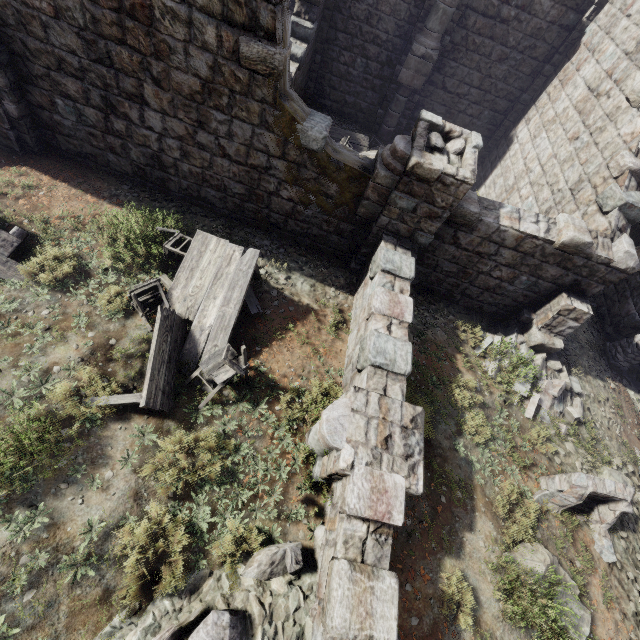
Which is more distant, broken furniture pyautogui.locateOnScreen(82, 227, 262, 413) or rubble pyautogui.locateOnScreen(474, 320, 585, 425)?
rubble pyautogui.locateOnScreen(474, 320, 585, 425)

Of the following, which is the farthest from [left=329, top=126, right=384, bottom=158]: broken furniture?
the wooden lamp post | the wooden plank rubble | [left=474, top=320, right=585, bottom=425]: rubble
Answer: the wooden plank rubble

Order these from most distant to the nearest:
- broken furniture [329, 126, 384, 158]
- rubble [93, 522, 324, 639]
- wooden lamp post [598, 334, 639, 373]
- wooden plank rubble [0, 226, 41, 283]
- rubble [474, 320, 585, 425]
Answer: broken furniture [329, 126, 384, 158] → wooden lamp post [598, 334, 639, 373] → rubble [474, 320, 585, 425] → wooden plank rubble [0, 226, 41, 283] → rubble [93, 522, 324, 639]

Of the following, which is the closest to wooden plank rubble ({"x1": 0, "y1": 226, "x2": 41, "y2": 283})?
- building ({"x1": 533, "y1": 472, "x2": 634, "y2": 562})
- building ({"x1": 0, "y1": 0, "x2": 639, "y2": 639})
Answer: building ({"x1": 0, "y1": 0, "x2": 639, "y2": 639})

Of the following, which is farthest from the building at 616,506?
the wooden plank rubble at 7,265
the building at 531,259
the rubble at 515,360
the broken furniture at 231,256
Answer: the wooden plank rubble at 7,265

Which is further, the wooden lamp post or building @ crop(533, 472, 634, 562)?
the wooden lamp post

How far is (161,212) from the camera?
7.4m

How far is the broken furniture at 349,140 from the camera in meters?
11.9 m
